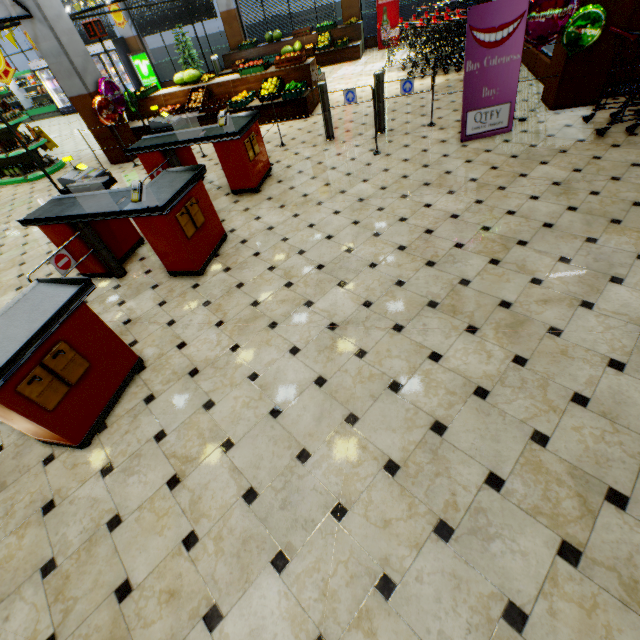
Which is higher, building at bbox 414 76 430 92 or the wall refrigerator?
the wall refrigerator

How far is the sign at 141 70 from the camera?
14.7 meters

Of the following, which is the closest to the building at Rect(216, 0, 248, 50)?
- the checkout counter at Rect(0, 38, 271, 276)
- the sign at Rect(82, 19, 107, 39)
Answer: the checkout counter at Rect(0, 38, 271, 276)

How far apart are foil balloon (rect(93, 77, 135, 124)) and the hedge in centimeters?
906cm

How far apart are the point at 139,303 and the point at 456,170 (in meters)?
4.85

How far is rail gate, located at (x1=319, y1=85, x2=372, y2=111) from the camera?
6.1m

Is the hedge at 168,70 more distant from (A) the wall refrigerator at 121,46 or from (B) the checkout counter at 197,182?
(B) the checkout counter at 197,182

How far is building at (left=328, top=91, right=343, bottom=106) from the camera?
8.6m
